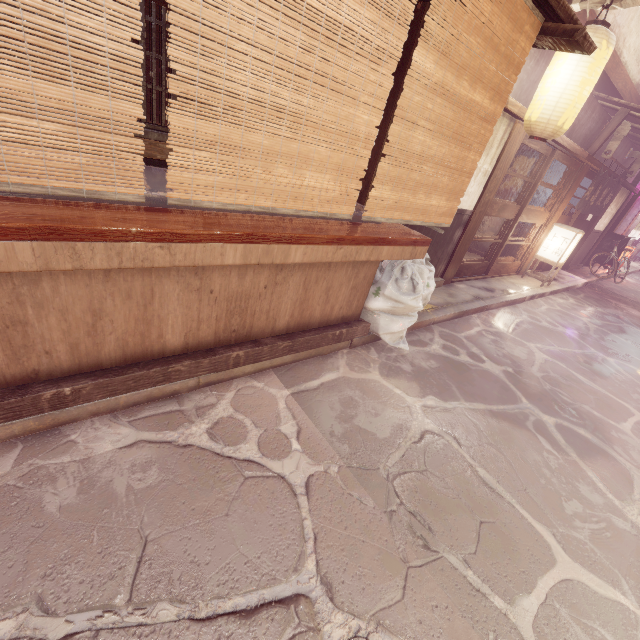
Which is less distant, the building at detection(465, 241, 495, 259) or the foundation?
the foundation

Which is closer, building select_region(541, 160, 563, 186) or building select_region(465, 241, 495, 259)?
building select_region(541, 160, 563, 186)

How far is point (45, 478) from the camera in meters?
3.5

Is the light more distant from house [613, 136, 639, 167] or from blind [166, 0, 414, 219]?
blind [166, 0, 414, 219]

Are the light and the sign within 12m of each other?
yes

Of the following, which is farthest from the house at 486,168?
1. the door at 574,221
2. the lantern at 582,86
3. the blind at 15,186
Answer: the door at 574,221

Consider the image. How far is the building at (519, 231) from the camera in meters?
15.6

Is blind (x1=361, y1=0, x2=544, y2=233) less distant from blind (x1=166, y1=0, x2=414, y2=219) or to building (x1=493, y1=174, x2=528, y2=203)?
blind (x1=166, y1=0, x2=414, y2=219)
